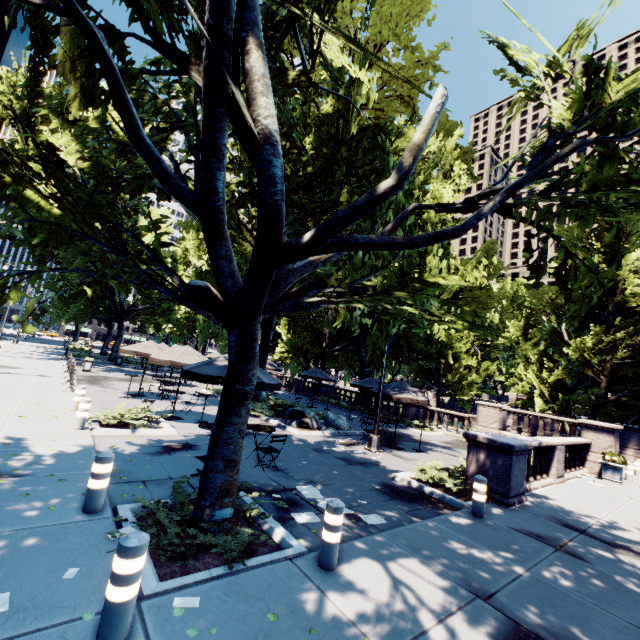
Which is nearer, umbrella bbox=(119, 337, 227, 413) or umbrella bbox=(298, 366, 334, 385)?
umbrella bbox=(119, 337, 227, 413)

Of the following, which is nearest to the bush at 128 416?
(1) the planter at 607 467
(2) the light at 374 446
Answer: (2) the light at 374 446

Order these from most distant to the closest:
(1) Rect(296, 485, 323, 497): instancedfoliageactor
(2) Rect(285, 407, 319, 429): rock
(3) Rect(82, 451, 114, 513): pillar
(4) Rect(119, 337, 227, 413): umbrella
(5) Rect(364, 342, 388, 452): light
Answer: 1. (2) Rect(285, 407, 319, 429): rock
2. (5) Rect(364, 342, 388, 452): light
3. (4) Rect(119, 337, 227, 413): umbrella
4. (1) Rect(296, 485, 323, 497): instancedfoliageactor
5. (3) Rect(82, 451, 114, 513): pillar

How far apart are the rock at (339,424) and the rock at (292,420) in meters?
0.7 m

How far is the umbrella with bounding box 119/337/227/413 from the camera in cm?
801

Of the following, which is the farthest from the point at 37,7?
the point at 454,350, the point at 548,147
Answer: the point at 454,350

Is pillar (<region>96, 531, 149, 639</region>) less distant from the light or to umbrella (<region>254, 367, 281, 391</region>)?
umbrella (<region>254, 367, 281, 391</region>)

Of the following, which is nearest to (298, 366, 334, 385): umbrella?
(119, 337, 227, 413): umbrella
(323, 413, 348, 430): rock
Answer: (323, 413, 348, 430): rock
